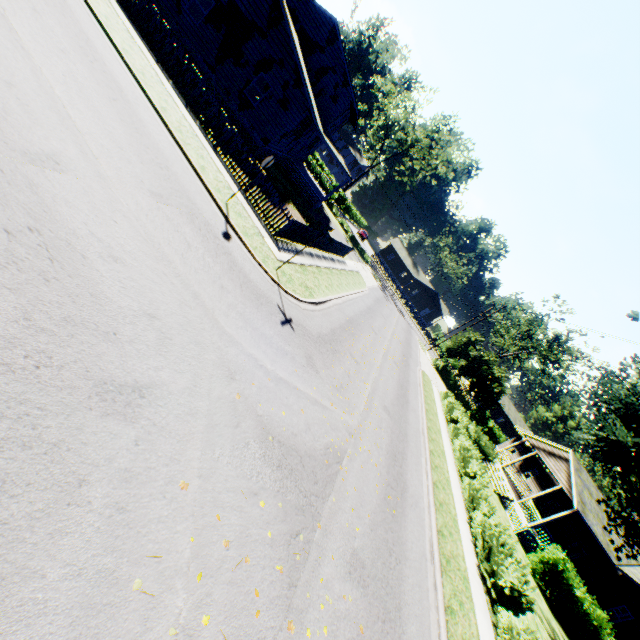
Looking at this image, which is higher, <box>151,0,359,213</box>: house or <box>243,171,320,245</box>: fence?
<box>151,0,359,213</box>: house

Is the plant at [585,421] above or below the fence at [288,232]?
above

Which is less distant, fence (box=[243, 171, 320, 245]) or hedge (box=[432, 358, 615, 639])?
hedge (box=[432, 358, 615, 639])

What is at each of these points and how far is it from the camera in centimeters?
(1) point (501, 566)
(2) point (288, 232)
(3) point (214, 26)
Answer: (1) hedge, 1206cm
(2) fence, 1495cm
(3) house, 1847cm

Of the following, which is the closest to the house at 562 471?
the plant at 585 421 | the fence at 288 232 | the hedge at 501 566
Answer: the plant at 585 421

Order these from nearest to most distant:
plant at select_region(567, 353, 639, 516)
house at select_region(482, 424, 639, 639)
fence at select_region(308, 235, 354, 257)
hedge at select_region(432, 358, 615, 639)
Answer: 1. hedge at select_region(432, 358, 615, 639)
2. plant at select_region(567, 353, 639, 516)
3. fence at select_region(308, 235, 354, 257)
4. house at select_region(482, 424, 639, 639)

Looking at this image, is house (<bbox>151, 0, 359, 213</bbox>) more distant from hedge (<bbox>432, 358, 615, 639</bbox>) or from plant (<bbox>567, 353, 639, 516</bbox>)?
hedge (<bbox>432, 358, 615, 639</bbox>)

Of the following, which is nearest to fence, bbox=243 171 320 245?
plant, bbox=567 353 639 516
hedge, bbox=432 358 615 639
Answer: plant, bbox=567 353 639 516
